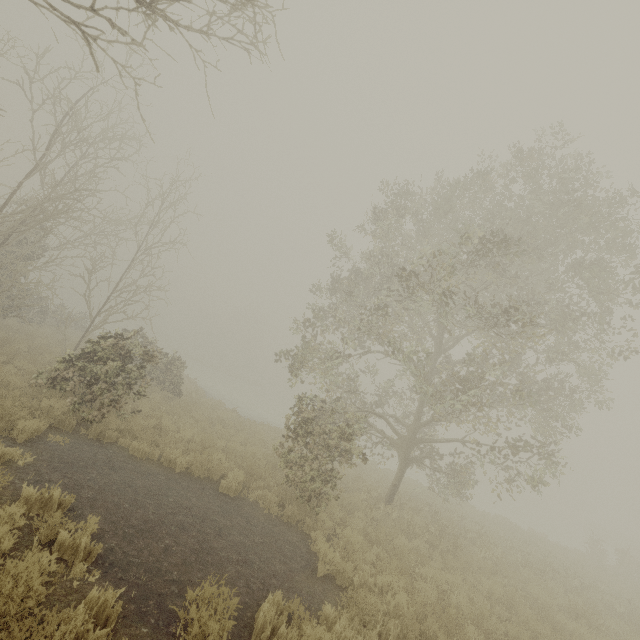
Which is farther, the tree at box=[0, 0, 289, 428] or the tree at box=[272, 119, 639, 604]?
the tree at box=[272, 119, 639, 604]

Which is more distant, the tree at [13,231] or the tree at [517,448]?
the tree at [517,448]

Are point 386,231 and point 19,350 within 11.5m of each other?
no
